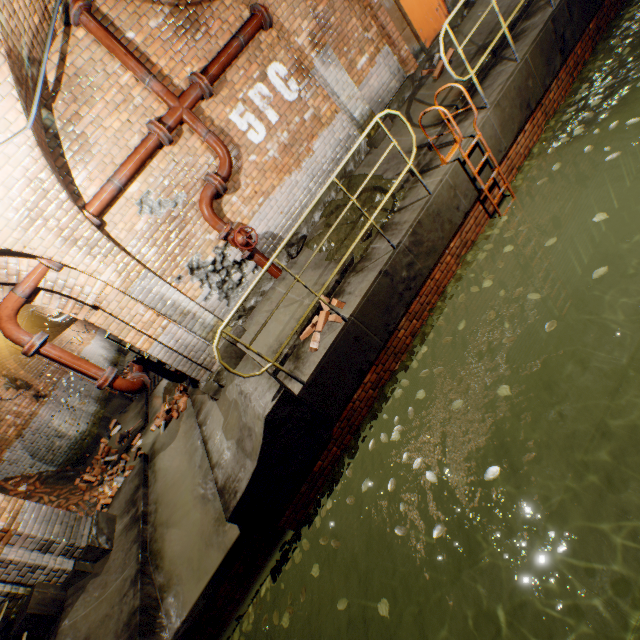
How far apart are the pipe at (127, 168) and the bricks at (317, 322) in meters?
3.3

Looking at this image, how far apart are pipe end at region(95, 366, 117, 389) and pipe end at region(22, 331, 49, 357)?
0.8 meters

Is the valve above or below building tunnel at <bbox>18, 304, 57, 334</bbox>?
below

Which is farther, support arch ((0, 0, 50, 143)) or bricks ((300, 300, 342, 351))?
bricks ((300, 300, 342, 351))

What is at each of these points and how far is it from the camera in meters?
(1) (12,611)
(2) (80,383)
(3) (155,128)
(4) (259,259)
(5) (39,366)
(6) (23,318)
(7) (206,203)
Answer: (1) support arch, 4.8 m
(2) building tunnel, 12.0 m
(3) pipe end, 4.6 m
(4) pipe, 5.7 m
(5) building tunnel, 11.0 m
(6) building tunnel, 11.4 m
(7) pipe, 5.2 m

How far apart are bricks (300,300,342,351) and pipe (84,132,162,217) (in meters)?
3.27

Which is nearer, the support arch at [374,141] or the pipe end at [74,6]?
the pipe end at [74,6]

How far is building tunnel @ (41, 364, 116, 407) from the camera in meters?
10.7 m
